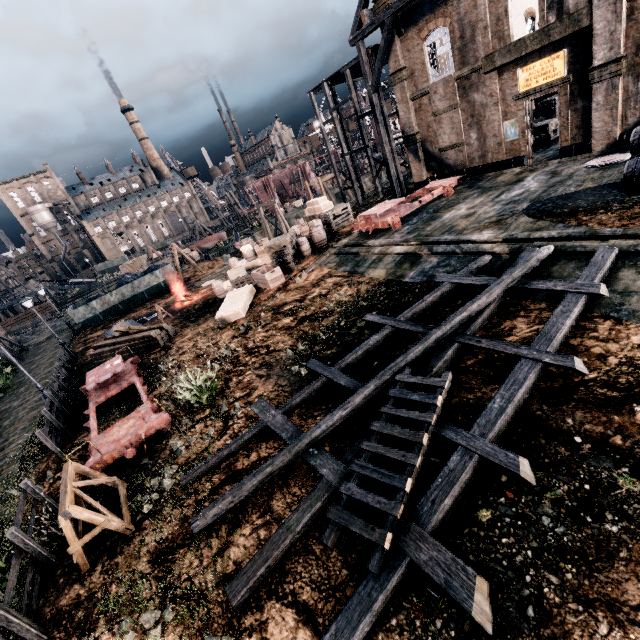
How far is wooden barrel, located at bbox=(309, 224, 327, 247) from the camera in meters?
22.5 m

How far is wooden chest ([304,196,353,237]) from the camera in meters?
26.3

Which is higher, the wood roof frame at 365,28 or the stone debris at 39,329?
the wood roof frame at 365,28

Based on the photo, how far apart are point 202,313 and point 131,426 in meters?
12.4

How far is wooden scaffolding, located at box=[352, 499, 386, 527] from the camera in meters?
5.9

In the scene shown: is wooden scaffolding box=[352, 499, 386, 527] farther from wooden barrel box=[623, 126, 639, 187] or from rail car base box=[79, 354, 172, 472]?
wooden barrel box=[623, 126, 639, 187]

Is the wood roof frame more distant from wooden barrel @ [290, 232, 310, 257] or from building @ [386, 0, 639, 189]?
building @ [386, 0, 639, 189]

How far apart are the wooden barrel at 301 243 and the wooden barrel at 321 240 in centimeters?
75cm
